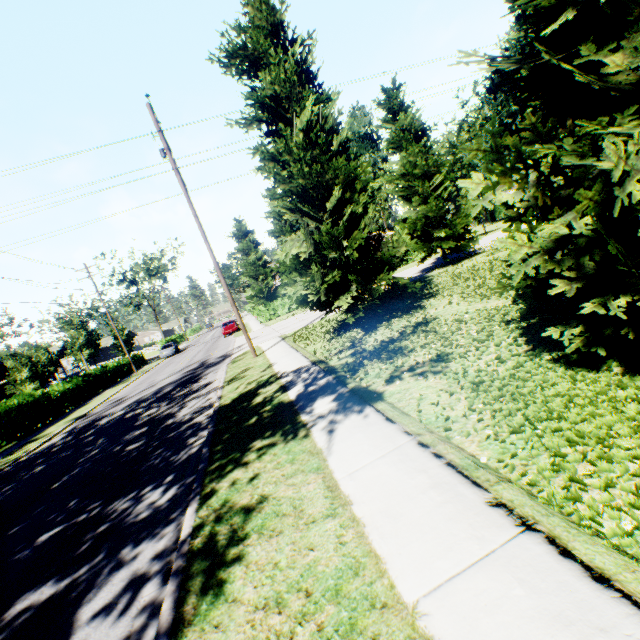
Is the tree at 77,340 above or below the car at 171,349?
above

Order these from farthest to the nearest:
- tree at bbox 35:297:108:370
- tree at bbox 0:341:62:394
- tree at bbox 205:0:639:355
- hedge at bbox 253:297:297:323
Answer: hedge at bbox 253:297:297:323 < tree at bbox 35:297:108:370 < tree at bbox 0:341:62:394 < tree at bbox 205:0:639:355

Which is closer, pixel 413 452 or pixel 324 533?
pixel 324 533

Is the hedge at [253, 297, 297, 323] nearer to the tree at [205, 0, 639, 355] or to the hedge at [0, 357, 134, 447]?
the tree at [205, 0, 639, 355]

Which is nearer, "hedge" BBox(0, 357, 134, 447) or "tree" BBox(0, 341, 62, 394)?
"hedge" BBox(0, 357, 134, 447)

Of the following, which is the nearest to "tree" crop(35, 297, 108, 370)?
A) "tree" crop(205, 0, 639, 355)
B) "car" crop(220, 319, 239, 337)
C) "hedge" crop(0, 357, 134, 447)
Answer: "car" crop(220, 319, 239, 337)

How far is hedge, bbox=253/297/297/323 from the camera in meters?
34.9 m

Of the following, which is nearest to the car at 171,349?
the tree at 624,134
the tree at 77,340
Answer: Answer: the tree at 77,340
